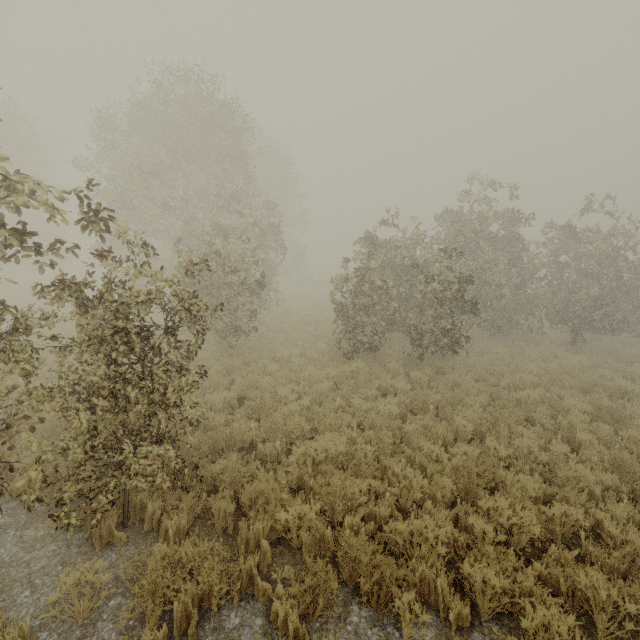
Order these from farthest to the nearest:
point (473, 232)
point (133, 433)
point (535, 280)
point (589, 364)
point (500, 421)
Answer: point (535, 280) < point (473, 232) < point (589, 364) < point (500, 421) < point (133, 433)
